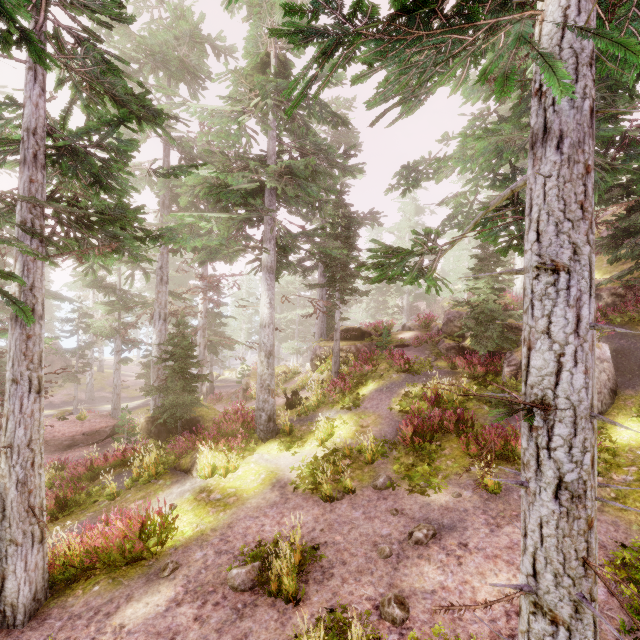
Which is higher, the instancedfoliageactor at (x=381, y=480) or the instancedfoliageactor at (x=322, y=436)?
the instancedfoliageactor at (x=322, y=436)

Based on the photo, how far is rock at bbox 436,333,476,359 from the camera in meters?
16.9

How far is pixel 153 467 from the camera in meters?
12.0

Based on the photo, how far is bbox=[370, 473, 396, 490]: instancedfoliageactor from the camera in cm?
952

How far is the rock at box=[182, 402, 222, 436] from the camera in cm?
1473

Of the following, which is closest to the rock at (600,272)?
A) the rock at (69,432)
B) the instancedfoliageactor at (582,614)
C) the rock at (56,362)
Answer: the instancedfoliageactor at (582,614)

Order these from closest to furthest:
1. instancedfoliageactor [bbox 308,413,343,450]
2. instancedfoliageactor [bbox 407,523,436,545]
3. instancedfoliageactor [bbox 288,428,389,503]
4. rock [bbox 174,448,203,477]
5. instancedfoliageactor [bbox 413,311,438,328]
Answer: instancedfoliageactor [bbox 407,523,436,545] → instancedfoliageactor [bbox 288,428,389,503] → rock [bbox 174,448,203,477] → instancedfoliageactor [bbox 308,413,343,450] → instancedfoliageactor [bbox 413,311,438,328]
